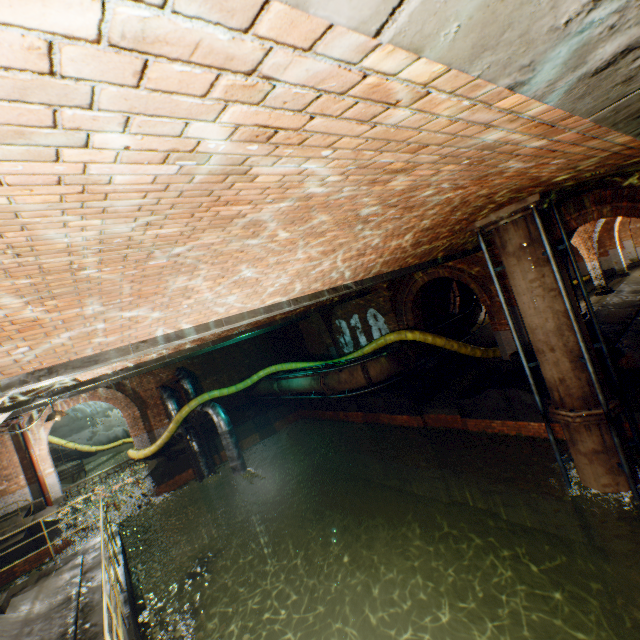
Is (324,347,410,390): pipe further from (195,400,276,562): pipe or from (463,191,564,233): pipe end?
(463,191,564,233): pipe end

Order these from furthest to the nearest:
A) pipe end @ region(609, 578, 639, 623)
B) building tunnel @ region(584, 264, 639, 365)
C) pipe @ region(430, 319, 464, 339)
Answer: pipe @ region(430, 319, 464, 339) < building tunnel @ region(584, 264, 639, 365) < pipe end @ region(609, 578, 639, 623)

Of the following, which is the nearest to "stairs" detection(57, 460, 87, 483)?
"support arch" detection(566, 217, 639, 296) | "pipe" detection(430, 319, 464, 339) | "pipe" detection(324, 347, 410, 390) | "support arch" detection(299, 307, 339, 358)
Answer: "support arch" detection(299, 307, 339, 358)

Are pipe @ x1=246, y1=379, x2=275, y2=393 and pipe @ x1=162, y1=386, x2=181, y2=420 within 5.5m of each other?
yes

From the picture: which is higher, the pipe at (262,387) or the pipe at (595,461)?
the pipe at (262,387)

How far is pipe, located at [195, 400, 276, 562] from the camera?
13.8 meters

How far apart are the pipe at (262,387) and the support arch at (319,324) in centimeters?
339cm

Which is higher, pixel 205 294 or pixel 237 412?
pixel 205 294
